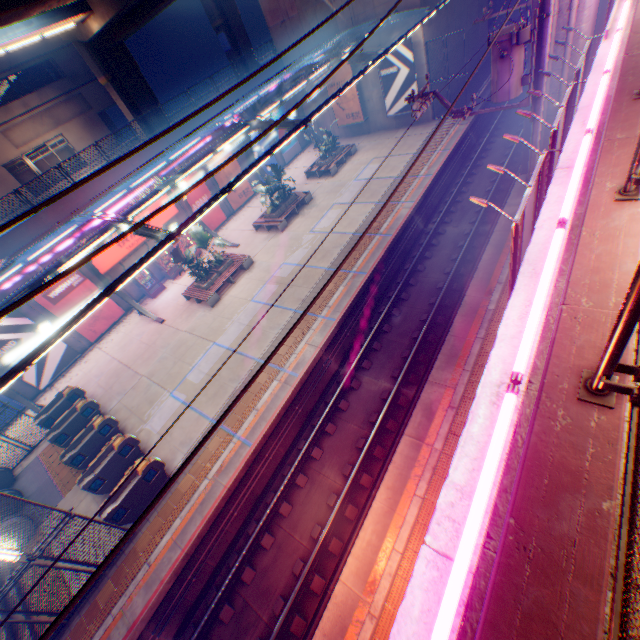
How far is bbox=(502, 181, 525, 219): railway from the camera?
14.6m

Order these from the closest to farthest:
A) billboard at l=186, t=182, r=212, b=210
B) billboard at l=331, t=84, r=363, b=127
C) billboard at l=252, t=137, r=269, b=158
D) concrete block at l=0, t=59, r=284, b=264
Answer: concrete block at l=0, t=59, r=284, b=264, billboard at l=186, t=182, r=212, b=210, billboard at l=331, t=84, r=363, b=127, billboard at l=252, t=137, r=269, b=158

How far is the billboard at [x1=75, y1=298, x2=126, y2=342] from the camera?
19.44m

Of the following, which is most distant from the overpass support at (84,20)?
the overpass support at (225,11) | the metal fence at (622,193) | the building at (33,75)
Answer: the building at (33,75)

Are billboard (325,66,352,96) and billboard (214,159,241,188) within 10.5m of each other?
yes

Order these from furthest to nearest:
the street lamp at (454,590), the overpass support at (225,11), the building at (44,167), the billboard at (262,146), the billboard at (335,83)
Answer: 1. the building at (44,167)
2. the overpass support at (225,11)
3. the billboard at (262,146)
4. the billboard at (335,83)
5. the street lamp at (454,590)

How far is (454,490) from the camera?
2.87m
